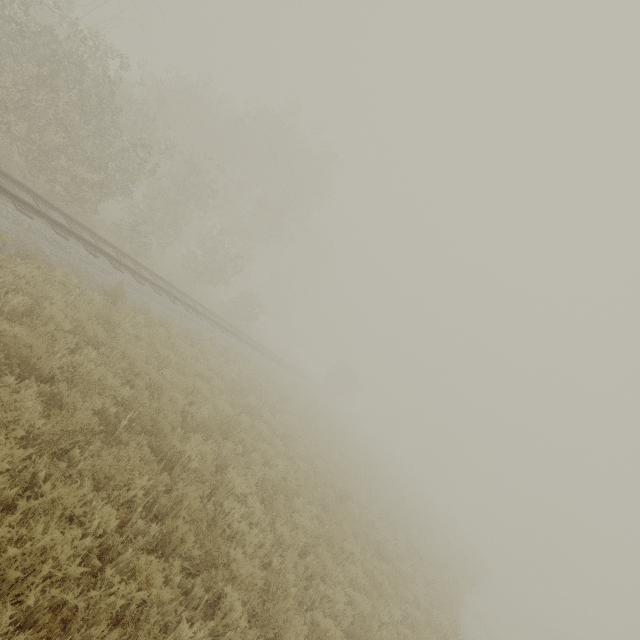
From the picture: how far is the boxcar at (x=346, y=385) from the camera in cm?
4547

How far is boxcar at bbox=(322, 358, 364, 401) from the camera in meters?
45.5

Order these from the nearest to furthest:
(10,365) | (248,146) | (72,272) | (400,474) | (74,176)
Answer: (10,365)
(72,272)
(74,176)
(248,146)
(400,474)
